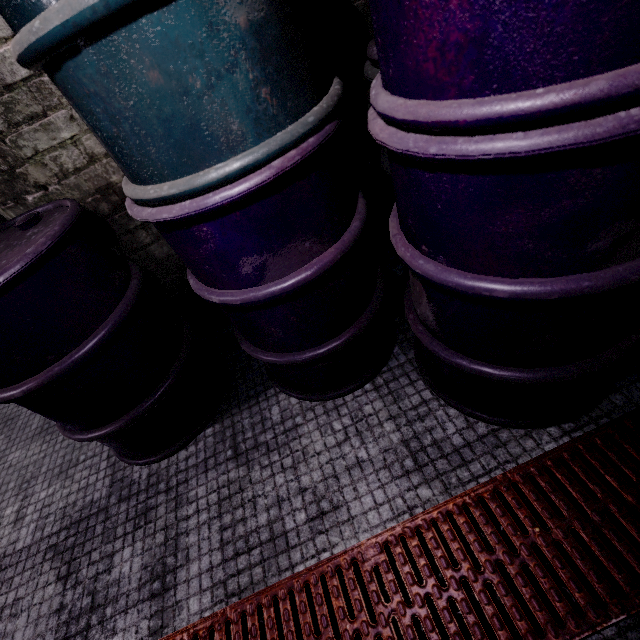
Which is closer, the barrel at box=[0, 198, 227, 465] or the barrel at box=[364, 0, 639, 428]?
the barrel at box=[364, 0, 639, 428]

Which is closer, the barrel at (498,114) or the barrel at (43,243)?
the barrel at (498,114)

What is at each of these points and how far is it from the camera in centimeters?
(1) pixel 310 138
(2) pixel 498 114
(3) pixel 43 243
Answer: (1) barrel, 80cm
(2) barrel, 49cm
(3) barrel, 98cm
